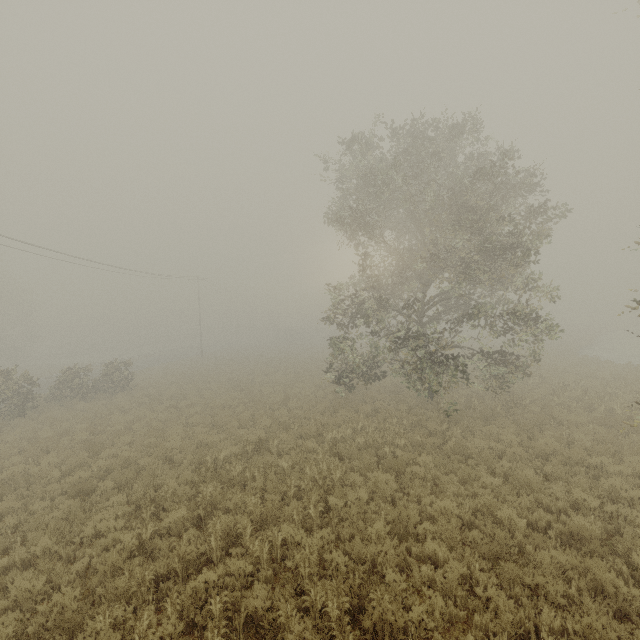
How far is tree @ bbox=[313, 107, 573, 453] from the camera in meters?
12.5

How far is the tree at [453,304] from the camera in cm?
1246

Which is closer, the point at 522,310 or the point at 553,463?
the point at 553,463
